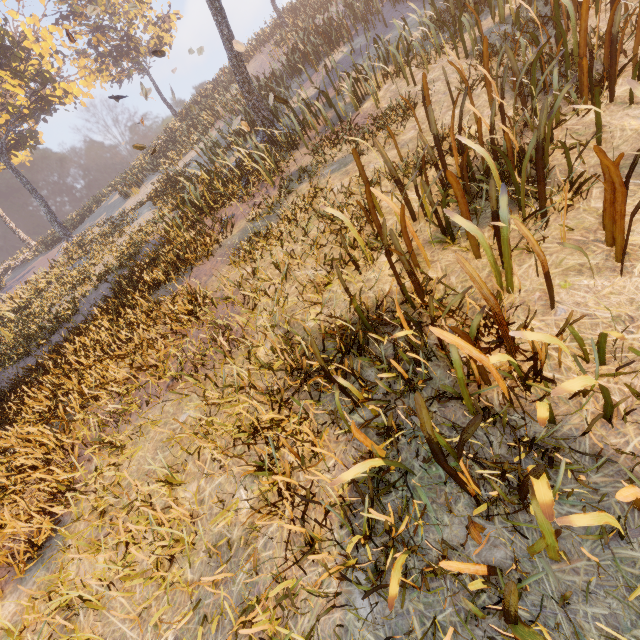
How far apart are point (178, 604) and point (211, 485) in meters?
1.0
